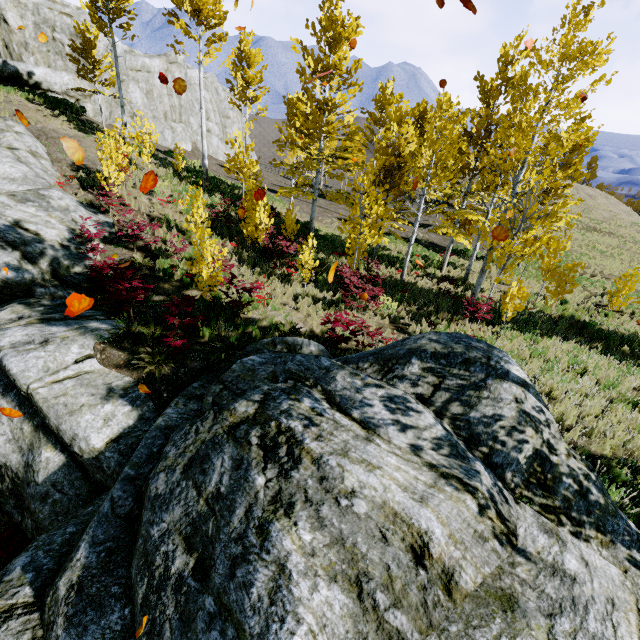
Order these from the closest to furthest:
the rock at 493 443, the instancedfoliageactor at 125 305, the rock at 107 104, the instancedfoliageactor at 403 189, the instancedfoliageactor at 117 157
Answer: the rock at 493 443 < the instancedfoliageactor at 125 305 < the instancedfoliageactor at 403 189 < the instancedfoliageactor at 117 157 < the rock at 107 104

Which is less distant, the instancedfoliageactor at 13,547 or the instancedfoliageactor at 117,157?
the instancedfoliageactor at 13,547

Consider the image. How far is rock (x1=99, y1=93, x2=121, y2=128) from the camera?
23.45m

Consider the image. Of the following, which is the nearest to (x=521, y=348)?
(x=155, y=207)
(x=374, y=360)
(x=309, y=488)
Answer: (x=374, y=360)

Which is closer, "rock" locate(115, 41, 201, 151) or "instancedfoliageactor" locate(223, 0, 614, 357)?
"instancedfoliageactor" locate(223, 0, 614, 357)

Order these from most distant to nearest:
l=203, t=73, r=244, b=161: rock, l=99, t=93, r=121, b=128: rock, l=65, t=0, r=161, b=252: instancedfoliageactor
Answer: l=203, t=73, r=244, b=161: rock < l=99, t=93, r=121, b=128: rock < l=65, t=0, r=161, b=252: instancedfoliageactor

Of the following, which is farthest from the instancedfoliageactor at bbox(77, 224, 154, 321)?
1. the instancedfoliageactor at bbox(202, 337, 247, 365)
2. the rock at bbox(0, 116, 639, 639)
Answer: the instancedfoliageactor at bbox(202, 337, 247, 365)

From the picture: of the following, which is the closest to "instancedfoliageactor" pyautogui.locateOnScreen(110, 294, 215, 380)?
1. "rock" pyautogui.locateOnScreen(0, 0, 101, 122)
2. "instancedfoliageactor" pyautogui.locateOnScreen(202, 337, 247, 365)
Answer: "instancedfoliageactor" pyautogui.locateOnScreen(202, 337, 247, 365)
